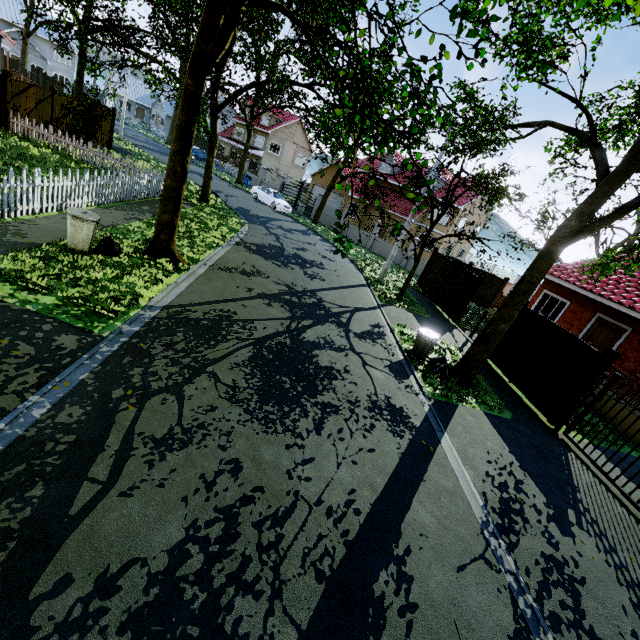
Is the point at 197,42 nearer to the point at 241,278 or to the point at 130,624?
the point at 241,278

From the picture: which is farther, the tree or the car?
the car

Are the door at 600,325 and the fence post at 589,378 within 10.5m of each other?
yes

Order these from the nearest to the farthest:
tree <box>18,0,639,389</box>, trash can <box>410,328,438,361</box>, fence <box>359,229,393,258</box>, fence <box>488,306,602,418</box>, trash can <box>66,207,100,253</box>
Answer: tree <box>18,0,639,389</box> < trash can <box>66,207,100,253</box> < fence <box>488,306,602,418</box> < trash can <box>410,328,438,361</box> < fence <box>359,229,393,258</box>

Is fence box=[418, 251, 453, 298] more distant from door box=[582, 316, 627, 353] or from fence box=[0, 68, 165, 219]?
door box=[582, 316, 627, 353]

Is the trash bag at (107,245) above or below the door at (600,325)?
below

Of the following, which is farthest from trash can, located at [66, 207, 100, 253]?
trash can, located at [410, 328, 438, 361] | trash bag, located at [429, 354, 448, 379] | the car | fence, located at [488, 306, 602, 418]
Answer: the car

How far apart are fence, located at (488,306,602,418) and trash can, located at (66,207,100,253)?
13.11m
